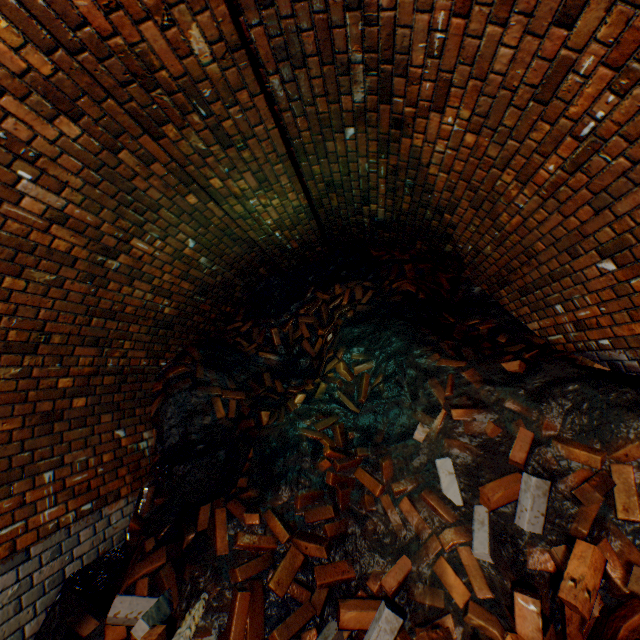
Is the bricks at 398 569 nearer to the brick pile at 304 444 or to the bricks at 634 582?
the brick pile at 304 444

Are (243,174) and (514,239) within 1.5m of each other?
no

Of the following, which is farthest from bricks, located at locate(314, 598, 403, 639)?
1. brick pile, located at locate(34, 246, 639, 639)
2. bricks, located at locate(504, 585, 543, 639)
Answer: bricks, located at locate(504, 585, 543, 639)

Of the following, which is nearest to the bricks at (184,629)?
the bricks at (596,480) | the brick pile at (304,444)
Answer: the brick pile at (304,444)

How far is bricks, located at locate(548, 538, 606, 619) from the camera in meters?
1.6

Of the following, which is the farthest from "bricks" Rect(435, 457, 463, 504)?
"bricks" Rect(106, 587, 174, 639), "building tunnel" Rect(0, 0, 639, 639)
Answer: "bricks" Rect(106, 587, 174, 639)

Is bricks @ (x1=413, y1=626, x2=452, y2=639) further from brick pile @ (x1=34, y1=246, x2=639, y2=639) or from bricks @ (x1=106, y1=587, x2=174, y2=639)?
bricks @ (x1=106, y1=587, x2=174, y2=639)

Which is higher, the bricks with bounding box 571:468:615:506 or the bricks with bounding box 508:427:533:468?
the bricks with bounding box 508:427:533:468
